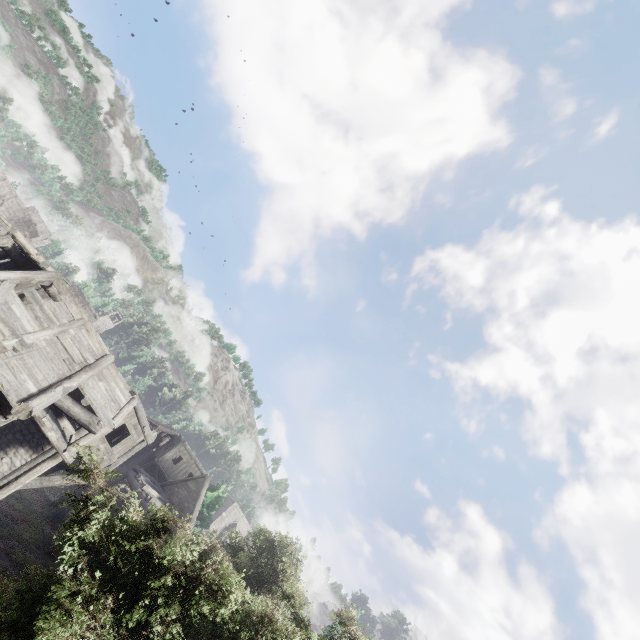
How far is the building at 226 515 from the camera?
48.81m

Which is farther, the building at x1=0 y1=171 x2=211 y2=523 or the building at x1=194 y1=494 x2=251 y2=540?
the building at x1=194 y1=494 x2=251 y2=540

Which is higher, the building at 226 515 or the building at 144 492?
the building at 226 515

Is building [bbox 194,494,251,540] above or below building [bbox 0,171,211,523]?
above

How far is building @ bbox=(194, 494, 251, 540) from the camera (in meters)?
48.81

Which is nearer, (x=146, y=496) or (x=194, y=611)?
(x=194, y=611)
